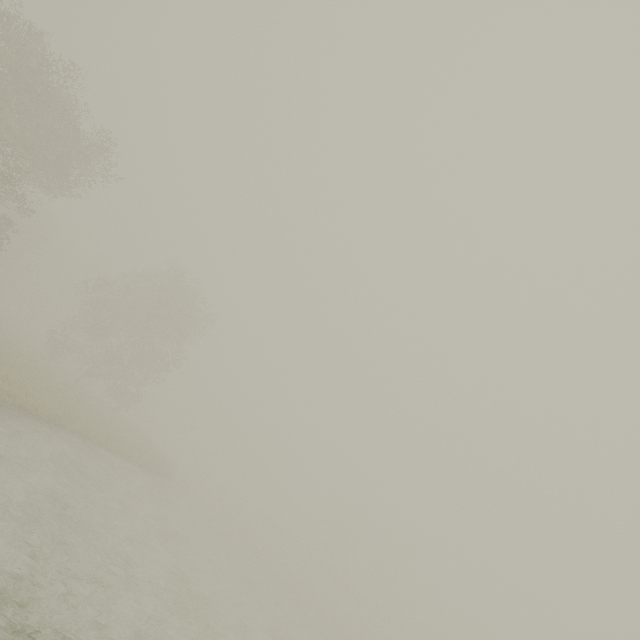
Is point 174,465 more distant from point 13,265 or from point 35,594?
point 13,265
